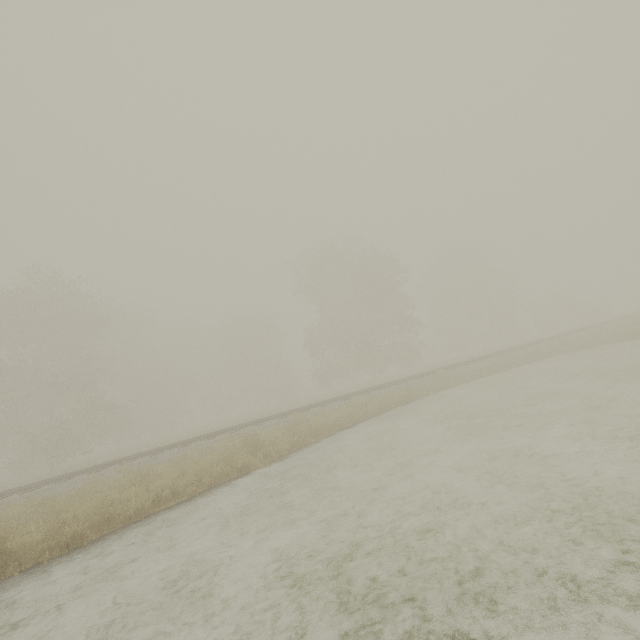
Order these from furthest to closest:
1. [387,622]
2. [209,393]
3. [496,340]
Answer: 1. [496,340]
2. [209,393]
3. [387,622]
